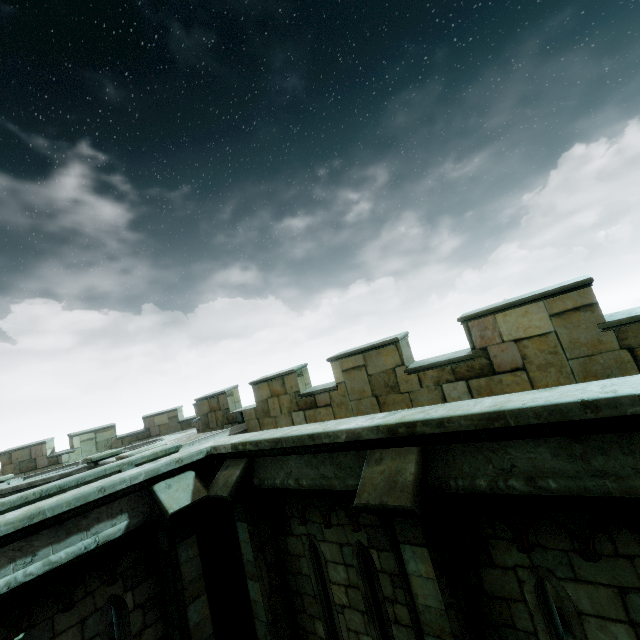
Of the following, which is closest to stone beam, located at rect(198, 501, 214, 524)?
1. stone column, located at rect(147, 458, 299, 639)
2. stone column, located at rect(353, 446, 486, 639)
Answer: stone column, located at rect(147, 458, 299, 639)

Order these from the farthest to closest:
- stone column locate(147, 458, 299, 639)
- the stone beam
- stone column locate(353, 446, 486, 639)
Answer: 1. the stone beam
2. stone column locate(147, 458, 299, 639)
3. stone column locate(353, 446, 486, 639)

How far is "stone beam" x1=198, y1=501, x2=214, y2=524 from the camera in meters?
5.9 m

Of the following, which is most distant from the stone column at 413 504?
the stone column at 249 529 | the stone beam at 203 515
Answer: the stone beam at 203 515

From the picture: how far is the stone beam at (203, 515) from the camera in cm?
592

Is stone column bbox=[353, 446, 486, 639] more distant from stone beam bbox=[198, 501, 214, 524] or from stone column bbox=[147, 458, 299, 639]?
stone beam bbox=[198, 501, 214, 524]

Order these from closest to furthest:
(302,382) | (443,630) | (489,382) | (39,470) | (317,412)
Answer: (443,630) → (489,382) → (317,412) → (302,382) → (39,470)
